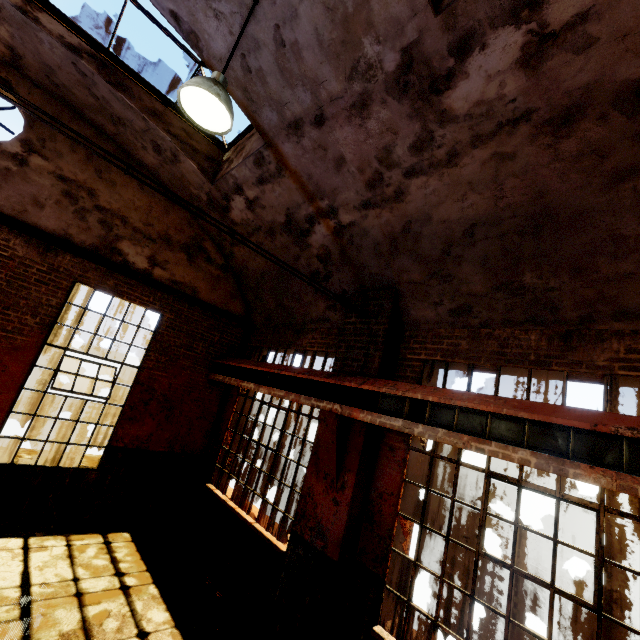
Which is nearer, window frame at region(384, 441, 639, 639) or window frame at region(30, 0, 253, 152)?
window frame at region(384, 441, 639, 639)

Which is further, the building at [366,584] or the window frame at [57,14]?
the window frame at [57,14]

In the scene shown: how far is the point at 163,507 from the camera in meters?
7.5

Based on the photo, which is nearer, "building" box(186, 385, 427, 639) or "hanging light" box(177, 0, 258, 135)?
"hanging light" box(177, 0, 258, 135)

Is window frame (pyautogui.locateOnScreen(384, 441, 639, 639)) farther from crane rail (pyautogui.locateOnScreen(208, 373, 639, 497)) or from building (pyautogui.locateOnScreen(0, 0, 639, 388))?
crane rail (pyautogui.locateOnScreen(208, 373, 639, 497))

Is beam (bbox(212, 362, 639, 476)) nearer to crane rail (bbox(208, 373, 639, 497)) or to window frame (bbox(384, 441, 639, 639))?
crane rail (bbox(208, 373, 639, 497))

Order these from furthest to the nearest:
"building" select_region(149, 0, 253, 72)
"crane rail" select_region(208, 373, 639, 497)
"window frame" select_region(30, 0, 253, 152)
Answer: "window frame" select_region(30, 0, 253, 152)
"building" select_region(149, 0, 253, 72)
"crane rail" select_region(208, 373, 639, 497)

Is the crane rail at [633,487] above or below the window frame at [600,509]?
above
